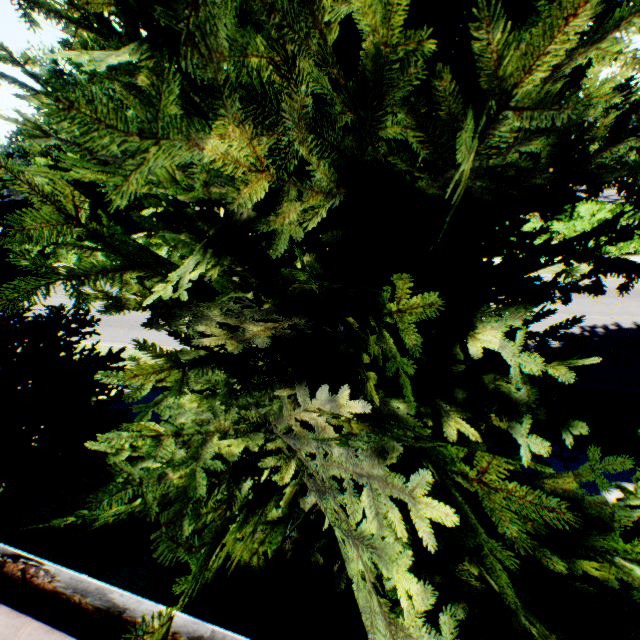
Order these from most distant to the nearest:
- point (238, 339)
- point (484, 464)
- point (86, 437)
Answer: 1. point (86, 437)
2. point (238, 339)
3. point (484, 464)

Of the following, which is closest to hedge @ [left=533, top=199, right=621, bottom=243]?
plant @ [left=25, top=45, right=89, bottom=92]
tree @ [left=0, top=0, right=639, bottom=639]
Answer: tree @ [left=0, top=0, right=639, bottom=639]

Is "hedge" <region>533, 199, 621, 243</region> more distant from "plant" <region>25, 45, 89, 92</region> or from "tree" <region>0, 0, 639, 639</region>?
"plant" <region>25, 45, 89, 92</region>

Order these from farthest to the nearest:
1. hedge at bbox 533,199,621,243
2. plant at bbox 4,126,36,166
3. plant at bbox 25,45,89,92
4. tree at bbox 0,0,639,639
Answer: plant at bbox 4,126,36,166, plant at bbox 25,45,89,92, hedge at bbox 533,199,621,243, tree at bbox 0,0,639,639

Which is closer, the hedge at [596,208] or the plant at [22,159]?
the hedge at [596,208]

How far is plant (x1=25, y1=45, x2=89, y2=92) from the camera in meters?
49.5 m

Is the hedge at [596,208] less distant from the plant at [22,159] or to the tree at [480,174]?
the tree at [480,174]
